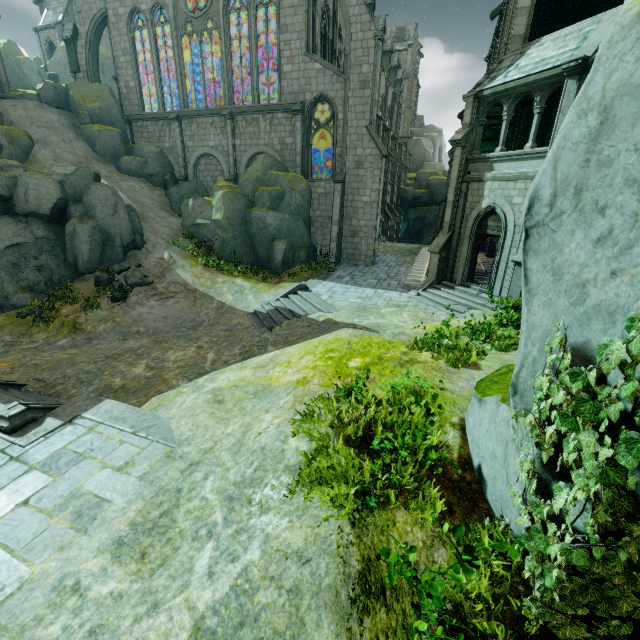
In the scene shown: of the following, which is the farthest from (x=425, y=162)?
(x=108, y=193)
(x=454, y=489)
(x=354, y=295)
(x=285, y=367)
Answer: (x=454, y=489)

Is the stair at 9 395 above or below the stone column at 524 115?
below

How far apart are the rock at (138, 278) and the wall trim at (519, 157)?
17.2m

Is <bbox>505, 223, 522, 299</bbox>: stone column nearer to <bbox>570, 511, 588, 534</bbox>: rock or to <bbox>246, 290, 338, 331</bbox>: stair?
<bbox>570, 511, 588, 534</bbox>: rock

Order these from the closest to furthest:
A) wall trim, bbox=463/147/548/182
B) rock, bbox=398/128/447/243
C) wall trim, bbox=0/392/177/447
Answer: wall trim, bbox=0/392/177/447 < wall trim, bbox=463/147/548/182 < rock, bbox=398/128/447/243

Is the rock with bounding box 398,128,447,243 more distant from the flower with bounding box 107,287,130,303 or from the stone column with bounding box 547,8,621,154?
the flower with bounding box 107,287,130,303

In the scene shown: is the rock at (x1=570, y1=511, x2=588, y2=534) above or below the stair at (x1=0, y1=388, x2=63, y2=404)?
above

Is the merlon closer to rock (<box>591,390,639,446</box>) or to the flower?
the flower
